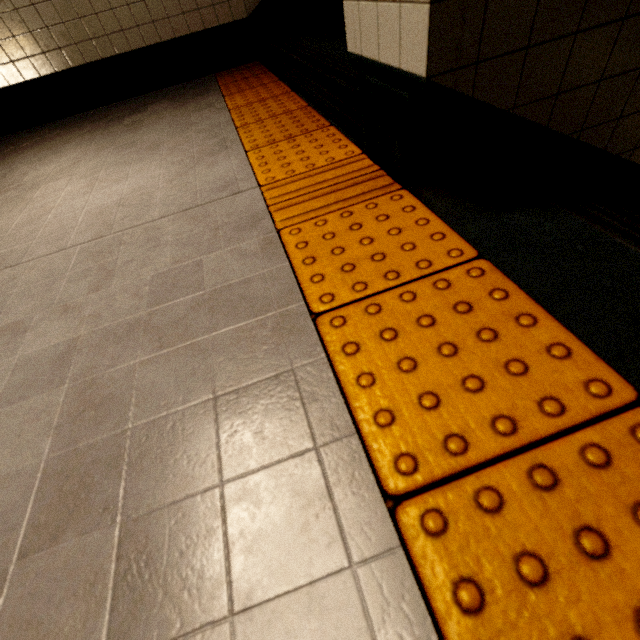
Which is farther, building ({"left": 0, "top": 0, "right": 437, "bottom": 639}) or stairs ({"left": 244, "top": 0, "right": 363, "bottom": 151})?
Result: stairs ({"left": 244, "top": 0, "right": 363, "bottom": 151})

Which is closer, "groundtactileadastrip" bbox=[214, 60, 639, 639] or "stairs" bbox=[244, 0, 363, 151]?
"groundtactileadastrip" bbox=[214, 60, 639, 639]

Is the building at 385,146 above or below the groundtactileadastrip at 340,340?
above

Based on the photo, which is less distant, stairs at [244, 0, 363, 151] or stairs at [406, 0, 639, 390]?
stairs at [406, 0, 639, 390]

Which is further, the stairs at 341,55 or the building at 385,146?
the stairs at 341,55

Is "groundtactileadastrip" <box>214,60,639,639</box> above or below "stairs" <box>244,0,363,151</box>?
below

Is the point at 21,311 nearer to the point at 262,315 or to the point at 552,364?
the point at 262,315

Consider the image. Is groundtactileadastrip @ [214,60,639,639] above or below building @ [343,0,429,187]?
below
